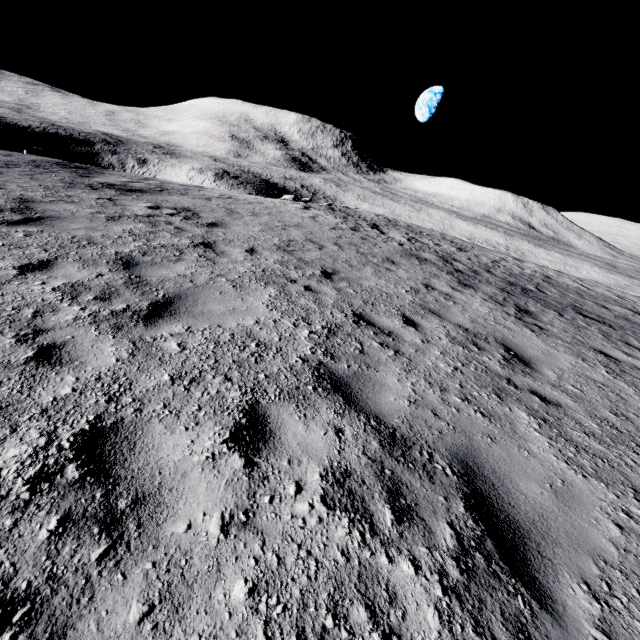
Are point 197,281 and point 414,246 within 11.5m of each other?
no
